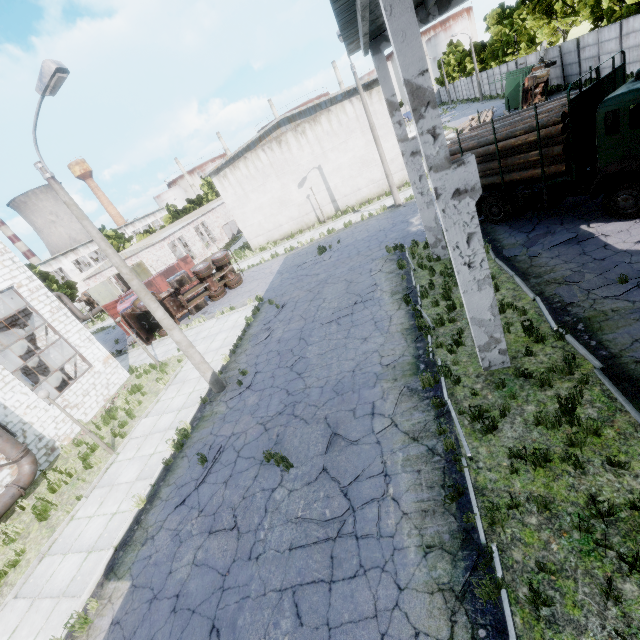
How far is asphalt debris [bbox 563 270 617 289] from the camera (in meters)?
8.45

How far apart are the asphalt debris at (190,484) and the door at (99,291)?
34.3 meters

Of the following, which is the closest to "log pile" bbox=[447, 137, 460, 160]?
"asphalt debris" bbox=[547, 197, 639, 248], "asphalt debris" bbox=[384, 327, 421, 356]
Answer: "asphalt debris" bbox=[547, 197, 639, 248]

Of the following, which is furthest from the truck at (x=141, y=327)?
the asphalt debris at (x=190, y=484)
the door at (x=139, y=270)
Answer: the asphalt debris at (x=190, y=484)

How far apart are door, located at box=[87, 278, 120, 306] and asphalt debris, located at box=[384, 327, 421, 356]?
37.94m

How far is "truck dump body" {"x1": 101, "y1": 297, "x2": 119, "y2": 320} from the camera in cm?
2494

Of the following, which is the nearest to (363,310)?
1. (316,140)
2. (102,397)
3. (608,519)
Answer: (608,519)

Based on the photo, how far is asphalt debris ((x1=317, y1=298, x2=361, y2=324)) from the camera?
13.33m
